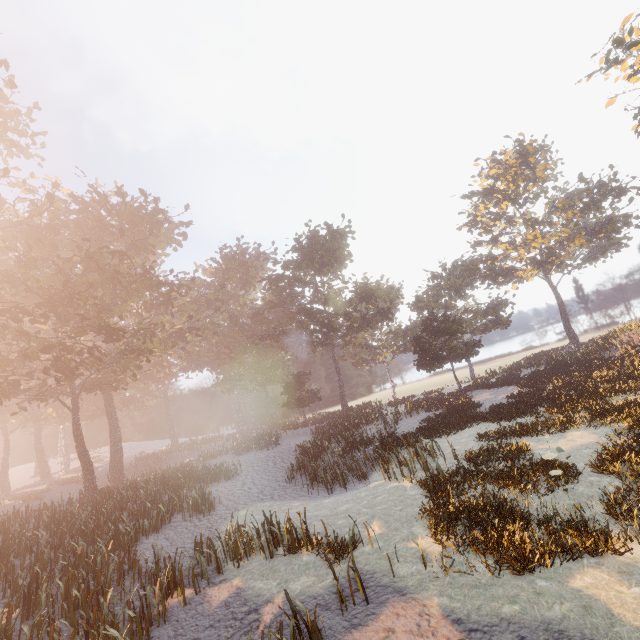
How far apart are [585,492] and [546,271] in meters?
50.0
